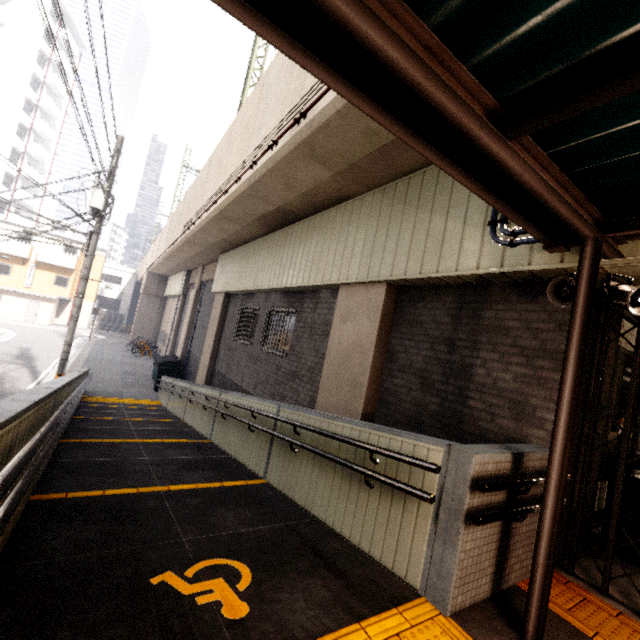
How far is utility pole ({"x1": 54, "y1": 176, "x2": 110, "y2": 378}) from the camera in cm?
1057

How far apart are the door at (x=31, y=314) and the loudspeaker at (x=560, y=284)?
41.8 meters

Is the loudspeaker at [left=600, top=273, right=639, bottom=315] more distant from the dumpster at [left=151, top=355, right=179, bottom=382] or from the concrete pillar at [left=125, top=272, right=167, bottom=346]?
the concrete pillar at [left=125, top=272, right=167, bottom=346]

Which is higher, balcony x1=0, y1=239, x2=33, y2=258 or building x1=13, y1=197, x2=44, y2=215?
building x1=13, y1=197, x2=44, y2=215

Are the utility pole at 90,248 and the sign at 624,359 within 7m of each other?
no

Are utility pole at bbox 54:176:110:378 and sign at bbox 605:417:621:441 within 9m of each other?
no

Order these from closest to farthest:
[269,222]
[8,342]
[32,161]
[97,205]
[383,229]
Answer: [383,229], [269,222], [97,205], [8,342], [32,161]

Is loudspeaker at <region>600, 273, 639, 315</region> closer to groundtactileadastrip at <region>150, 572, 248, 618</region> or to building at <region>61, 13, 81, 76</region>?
groundtactileadastrip at <region>150, 572, 248, 618</region>
